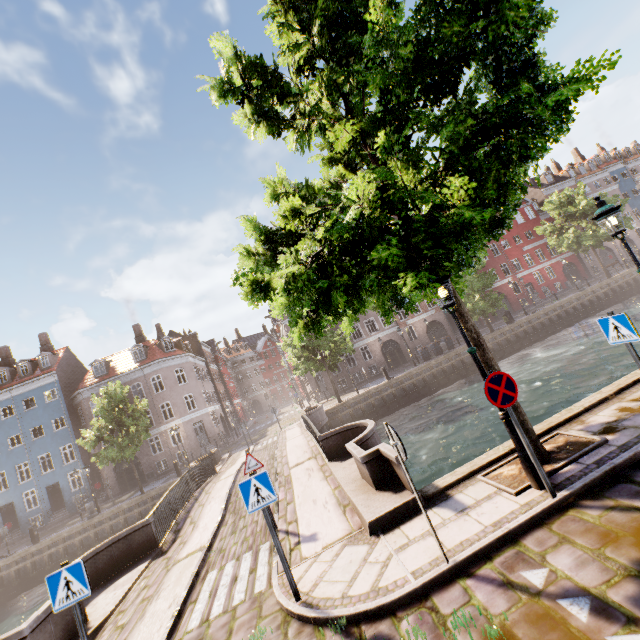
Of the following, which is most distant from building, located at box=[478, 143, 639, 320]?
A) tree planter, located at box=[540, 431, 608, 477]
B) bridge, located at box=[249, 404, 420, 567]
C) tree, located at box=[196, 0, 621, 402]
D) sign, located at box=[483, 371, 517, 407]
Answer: sign, located at box=[483, 371, 517, 407]

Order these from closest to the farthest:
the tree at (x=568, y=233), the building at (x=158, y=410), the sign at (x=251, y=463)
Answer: the sign at (x=251, y=463)
the building at (x=158, y=410)
the tree at (x=568, y=233)

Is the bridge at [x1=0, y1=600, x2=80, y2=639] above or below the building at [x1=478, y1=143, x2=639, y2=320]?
below

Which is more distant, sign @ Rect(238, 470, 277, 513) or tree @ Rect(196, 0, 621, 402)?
sign @ Rect(238, 470, 277, 513)

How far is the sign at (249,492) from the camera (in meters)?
5.04

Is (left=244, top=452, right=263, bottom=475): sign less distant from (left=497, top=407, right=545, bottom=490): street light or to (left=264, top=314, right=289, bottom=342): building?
(left=497, top=407, right=545, bottom=490): street light

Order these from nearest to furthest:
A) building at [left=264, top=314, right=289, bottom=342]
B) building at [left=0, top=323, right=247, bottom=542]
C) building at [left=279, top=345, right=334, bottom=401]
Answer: building at [left=0, top=323, right=247, bottom=542], building at [left=279, top=345, right=334, bottom=401], building at [left=264, top=314, right=289, bottom=342]

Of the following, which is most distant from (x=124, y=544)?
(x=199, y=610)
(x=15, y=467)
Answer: (x=15, y=467)
